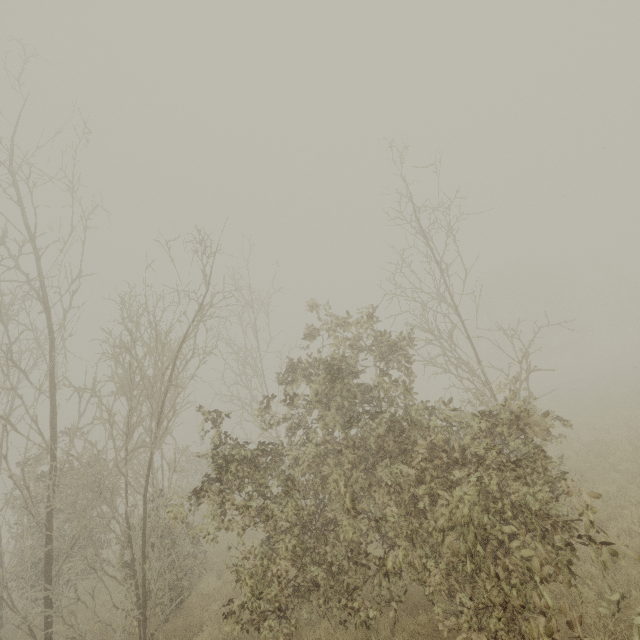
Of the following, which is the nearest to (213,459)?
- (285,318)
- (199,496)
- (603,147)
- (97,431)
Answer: (199,496)
